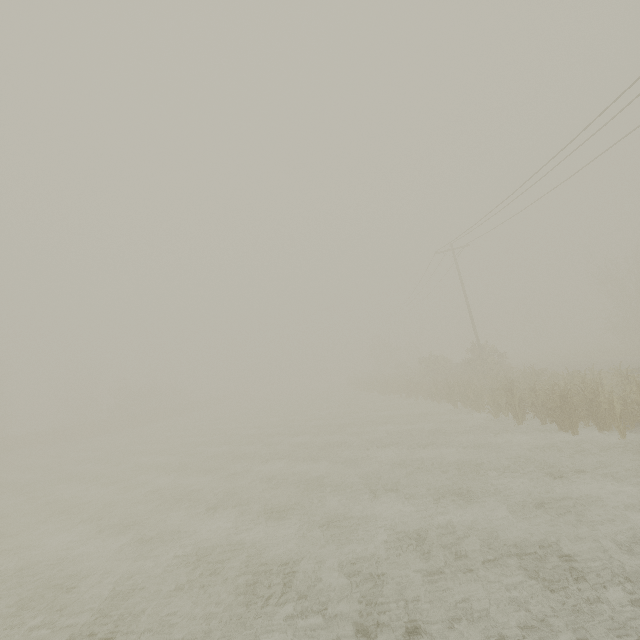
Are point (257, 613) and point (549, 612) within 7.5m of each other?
yes
